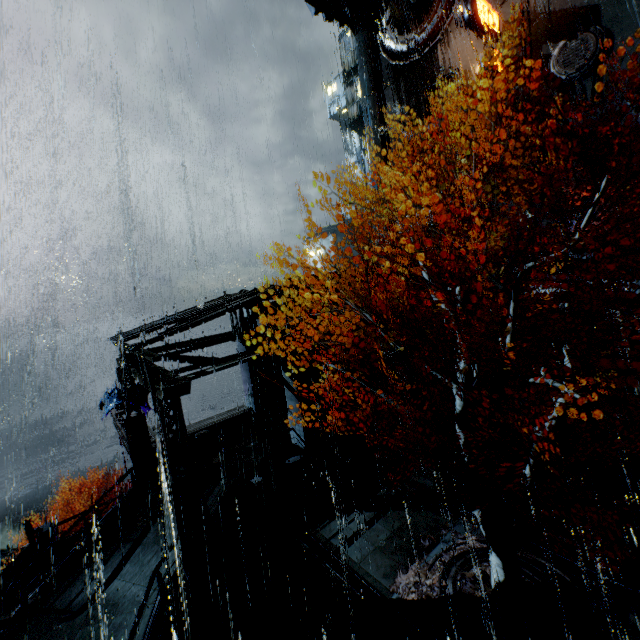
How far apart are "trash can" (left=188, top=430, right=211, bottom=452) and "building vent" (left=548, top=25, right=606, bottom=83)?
31.7m

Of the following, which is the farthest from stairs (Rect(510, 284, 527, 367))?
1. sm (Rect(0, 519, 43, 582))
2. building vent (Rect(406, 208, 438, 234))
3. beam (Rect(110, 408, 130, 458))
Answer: sm (Rect(0, 519, 43, 582))

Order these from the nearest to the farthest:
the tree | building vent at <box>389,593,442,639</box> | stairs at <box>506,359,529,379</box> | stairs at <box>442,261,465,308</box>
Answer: the tree, building vent at <box>389,593,442,639</box>, stairs at <box>506,359,529,379</box>, stairs at <box>442,261,465,308</box>

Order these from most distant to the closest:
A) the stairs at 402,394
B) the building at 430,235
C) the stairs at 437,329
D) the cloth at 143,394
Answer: the building at 430,235 < the cloth at 143,394 < the stairs at 437,329 < the stairs at 402,394

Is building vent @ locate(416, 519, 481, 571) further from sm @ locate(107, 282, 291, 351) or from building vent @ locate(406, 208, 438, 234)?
building vent @ locate(406, 208, 438, 234)

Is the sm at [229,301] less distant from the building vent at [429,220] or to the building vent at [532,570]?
the building vent at [532,570]

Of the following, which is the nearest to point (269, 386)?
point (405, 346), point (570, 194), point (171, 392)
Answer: point (171, 392)

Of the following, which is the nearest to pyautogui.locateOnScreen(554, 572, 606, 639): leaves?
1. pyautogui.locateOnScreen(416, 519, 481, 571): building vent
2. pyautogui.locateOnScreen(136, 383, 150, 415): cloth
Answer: pyautogui.locateOnScreen(416, 519, 481, 571): building vent
